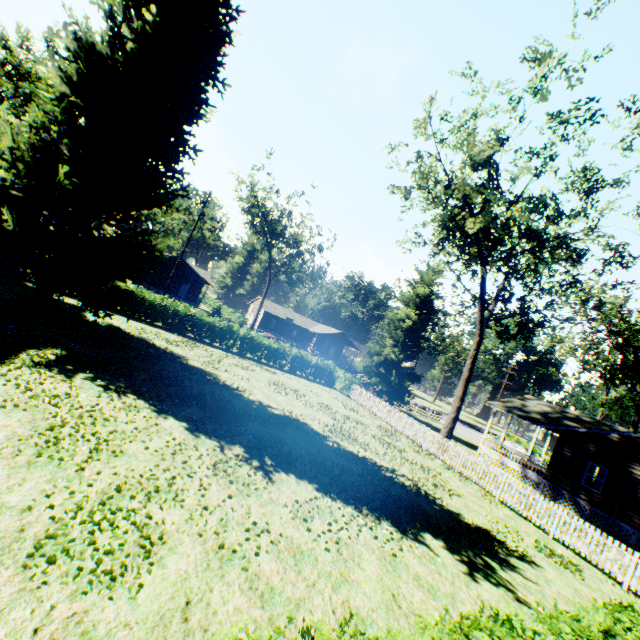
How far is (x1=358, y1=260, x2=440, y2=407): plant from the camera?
33.1 meters

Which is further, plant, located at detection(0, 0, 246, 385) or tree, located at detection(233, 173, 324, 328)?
tree, located at detection(233, 173, 324, 328)

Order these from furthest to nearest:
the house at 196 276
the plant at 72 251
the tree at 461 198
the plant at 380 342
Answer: the house at 196 276 < the plant at 380 342 < the tree at 461 198 < the plant at 72 251

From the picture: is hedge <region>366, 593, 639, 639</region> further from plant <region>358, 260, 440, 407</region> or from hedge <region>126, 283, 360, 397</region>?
plant <region>358, 260, 440, 407</region>

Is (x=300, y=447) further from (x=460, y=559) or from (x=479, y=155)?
(x=479, y=155)

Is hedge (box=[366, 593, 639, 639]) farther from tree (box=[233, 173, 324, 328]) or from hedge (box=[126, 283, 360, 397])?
tree (box=[233, 173, 324, 328])

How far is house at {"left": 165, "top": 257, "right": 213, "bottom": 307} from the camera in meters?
46.8 m

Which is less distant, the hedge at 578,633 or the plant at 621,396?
the hedge at 578,633
